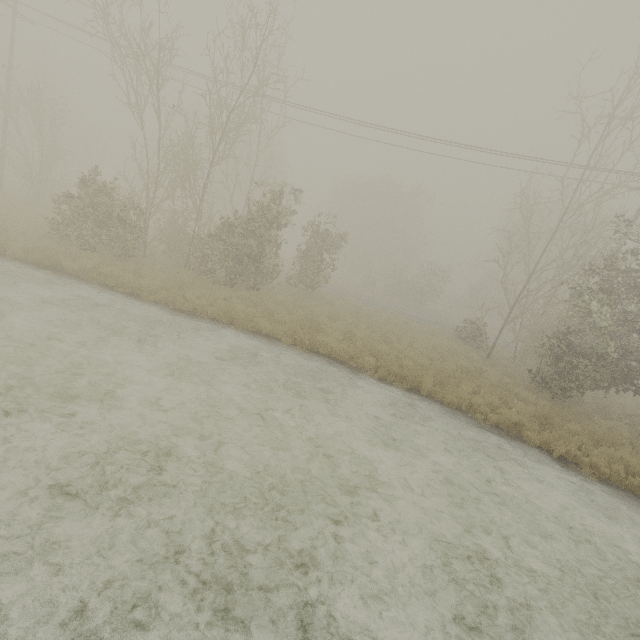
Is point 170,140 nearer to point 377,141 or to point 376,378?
point 377,141
